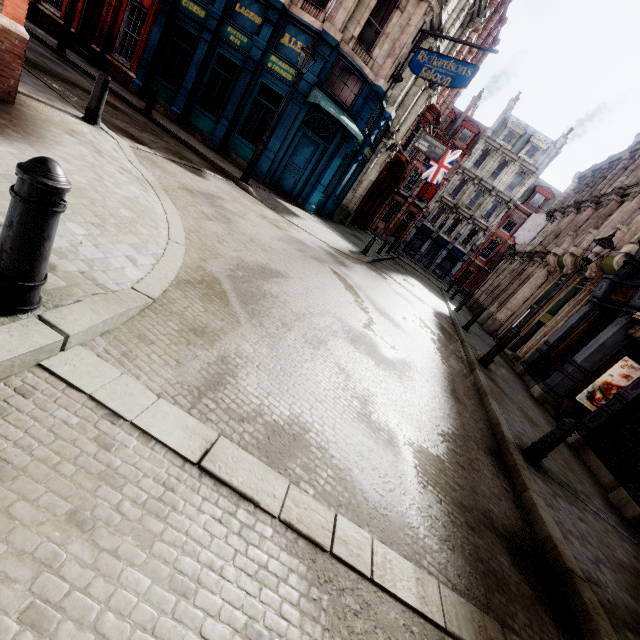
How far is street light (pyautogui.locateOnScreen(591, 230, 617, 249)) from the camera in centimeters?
842cm

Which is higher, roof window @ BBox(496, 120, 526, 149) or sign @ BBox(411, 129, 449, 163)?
roof window @ BBox(496, 120, 526, 149)

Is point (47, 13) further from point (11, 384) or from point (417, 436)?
point (417, 436)

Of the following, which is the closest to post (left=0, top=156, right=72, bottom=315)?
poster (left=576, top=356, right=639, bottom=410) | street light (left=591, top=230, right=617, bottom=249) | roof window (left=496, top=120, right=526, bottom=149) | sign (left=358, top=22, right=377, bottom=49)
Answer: street light (left=591, top=230, right=617, bottom=249)

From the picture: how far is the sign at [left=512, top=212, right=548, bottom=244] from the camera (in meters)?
22.42

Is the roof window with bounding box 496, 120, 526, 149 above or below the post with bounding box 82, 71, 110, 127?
above

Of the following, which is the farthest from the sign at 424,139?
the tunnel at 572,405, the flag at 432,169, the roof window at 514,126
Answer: the roof window at 514,126

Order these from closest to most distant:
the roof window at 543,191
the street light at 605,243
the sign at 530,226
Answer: the street light at 605,243 → the sign at 530,226 → the roof window at 543,191
